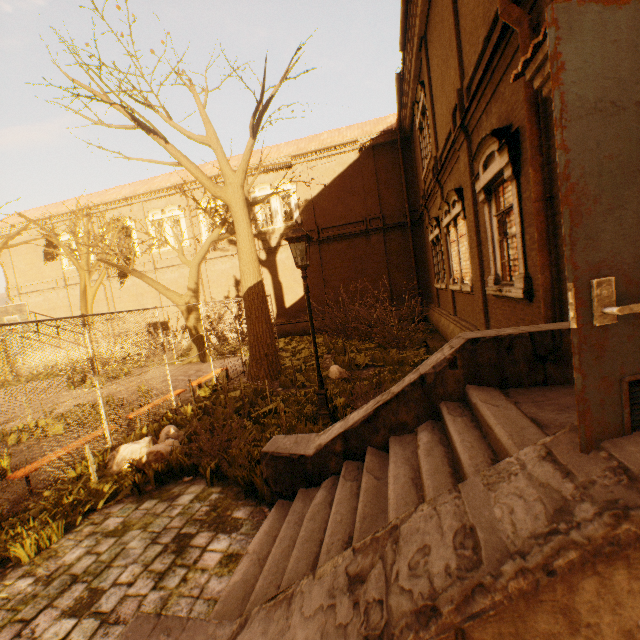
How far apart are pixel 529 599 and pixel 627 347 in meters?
1.0 m

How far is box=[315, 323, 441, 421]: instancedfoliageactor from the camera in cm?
758

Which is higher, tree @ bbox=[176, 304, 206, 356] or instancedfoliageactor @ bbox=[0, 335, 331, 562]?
tree @ bbox=[176, 304, 206, 356]

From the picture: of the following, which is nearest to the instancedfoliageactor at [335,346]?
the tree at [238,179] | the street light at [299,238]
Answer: the tree at [238,179]

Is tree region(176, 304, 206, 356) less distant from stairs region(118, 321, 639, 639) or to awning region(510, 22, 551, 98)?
stairs region(118, 321, 639, 639)

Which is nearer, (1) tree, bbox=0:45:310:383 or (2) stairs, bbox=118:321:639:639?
(2) stairs, bbox=118:321:639:639

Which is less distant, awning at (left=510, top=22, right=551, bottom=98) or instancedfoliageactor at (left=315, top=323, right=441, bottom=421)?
awning at (left=510, top=22, right=551, bottom=98)

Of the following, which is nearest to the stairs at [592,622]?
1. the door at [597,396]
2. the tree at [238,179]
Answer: the door at [597,396]
